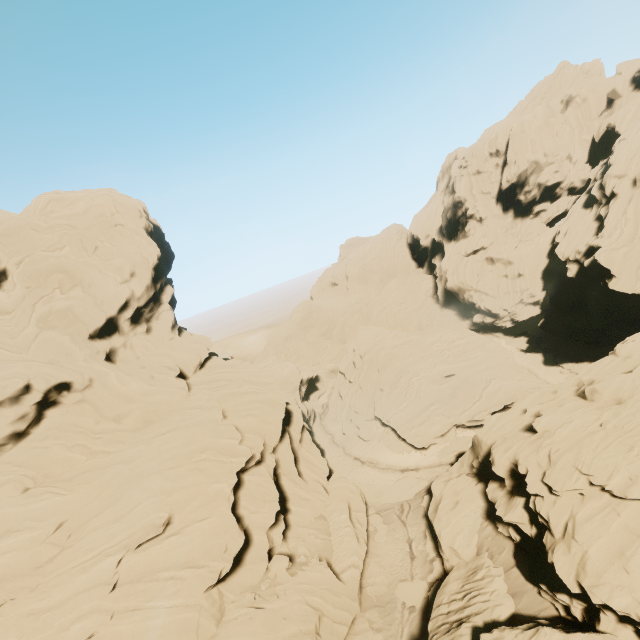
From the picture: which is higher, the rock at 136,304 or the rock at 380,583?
the rock at 136,304

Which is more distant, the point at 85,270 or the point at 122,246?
the point at 122,246

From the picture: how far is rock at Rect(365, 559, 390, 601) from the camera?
25.5m

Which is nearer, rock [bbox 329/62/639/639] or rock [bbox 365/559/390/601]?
rock [bbox 329/62/639/639]

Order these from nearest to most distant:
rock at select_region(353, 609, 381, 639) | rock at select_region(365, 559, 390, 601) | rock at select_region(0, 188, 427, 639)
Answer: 1. rock at select_region(0, 188, 427, 639)
2. rock at select_region(353, 609, 381, 639)
3. rock at select_region(365, 559, 390, 601)

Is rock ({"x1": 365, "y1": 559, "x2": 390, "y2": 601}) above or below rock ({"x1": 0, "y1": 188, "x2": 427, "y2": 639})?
below

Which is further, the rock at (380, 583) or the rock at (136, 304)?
the rock at (380, 583)
